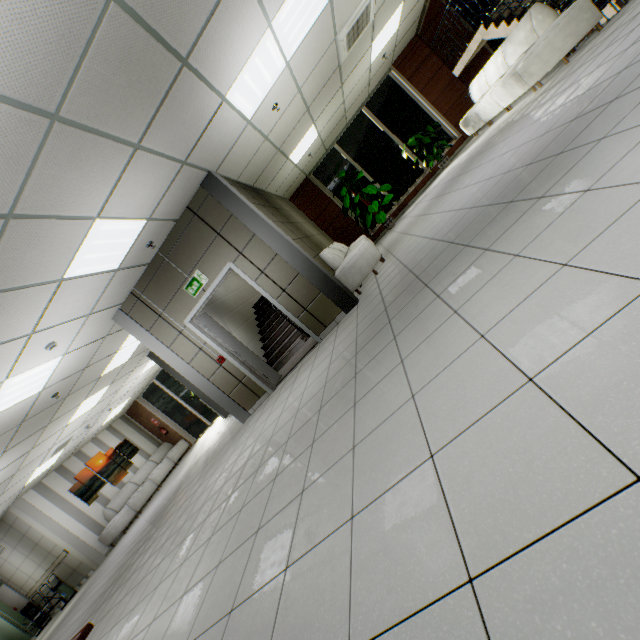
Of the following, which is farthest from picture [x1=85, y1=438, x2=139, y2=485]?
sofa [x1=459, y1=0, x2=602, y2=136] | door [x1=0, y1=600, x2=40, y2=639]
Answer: sofa [x1=459, y1=0, x2=602, y2=136]

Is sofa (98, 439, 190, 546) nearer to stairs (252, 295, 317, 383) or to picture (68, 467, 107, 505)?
picture (68, 467, 107, 505)

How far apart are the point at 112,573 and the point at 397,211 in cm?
1209

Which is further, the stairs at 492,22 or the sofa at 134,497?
the sofa at 134,497

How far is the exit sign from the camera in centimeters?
576cm

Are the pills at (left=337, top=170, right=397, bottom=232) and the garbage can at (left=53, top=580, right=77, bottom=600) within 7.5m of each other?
no

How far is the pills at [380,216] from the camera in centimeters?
967cm

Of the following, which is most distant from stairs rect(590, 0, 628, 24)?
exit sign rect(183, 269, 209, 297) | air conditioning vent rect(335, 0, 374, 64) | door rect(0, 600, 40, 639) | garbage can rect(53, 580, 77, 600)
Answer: door rect(0, 600, 40, 639)
